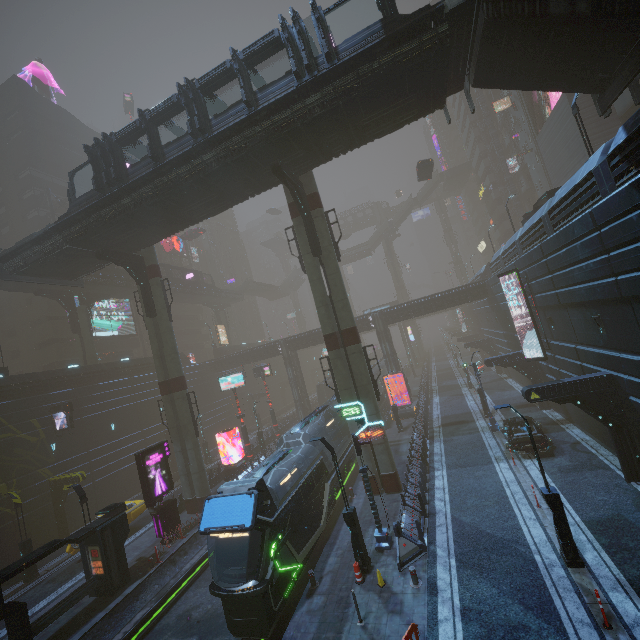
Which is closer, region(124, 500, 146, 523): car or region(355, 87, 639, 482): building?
region(355, 87, 639, 482): building

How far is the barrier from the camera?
13.0 meters

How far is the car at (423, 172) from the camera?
34.2 meters

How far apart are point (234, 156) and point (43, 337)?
40.2 meters

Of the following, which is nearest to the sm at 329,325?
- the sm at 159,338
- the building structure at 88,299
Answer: the sm at 159,338

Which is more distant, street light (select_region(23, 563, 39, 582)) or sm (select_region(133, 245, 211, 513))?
sm (select_region(133, 245, 211, 513))

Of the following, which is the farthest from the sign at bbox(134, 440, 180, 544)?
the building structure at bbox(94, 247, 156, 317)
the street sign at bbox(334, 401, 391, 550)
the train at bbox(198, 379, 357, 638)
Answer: the street sign at bbox(334, 401, 391, 550)

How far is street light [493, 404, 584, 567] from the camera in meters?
10.9
